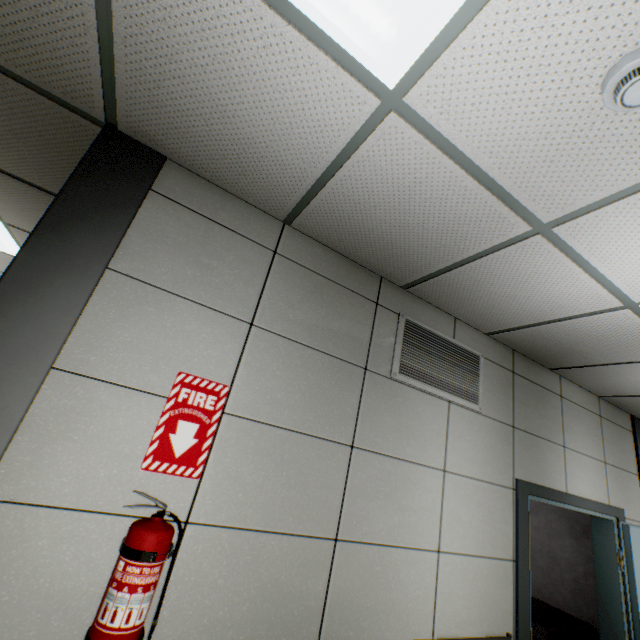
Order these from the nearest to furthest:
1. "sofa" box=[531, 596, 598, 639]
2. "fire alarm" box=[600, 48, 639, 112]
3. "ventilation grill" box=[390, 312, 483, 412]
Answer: "fire alarm" box=[600, 48, 639, 112] → "ventilation grill" box=[390, 312, 483, 412] → "sofa" box=[531, 596, 598, 639]

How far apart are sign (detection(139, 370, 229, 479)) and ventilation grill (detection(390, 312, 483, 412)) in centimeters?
117cm

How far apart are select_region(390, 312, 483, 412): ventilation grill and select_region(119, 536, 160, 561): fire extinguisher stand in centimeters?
160cm

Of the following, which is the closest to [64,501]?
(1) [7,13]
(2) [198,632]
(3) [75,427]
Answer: (3) [75,427]

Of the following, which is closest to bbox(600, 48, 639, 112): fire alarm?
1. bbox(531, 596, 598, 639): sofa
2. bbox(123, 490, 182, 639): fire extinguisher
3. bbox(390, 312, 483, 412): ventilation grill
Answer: bbox(390, 312, 483, 412): ventilation grill

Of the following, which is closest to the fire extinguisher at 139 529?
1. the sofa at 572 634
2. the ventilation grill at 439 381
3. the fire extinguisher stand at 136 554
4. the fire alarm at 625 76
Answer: the fire extinguisher stand at 136 554

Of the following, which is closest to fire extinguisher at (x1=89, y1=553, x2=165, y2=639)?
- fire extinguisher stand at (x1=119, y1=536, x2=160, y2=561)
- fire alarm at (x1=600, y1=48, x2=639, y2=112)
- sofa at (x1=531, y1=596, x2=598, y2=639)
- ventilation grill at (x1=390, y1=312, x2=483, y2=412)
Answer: fire extinguisher stand at (x1=119, y1=536, x2=160, y2=561)

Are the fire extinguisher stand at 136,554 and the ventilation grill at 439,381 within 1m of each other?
no
